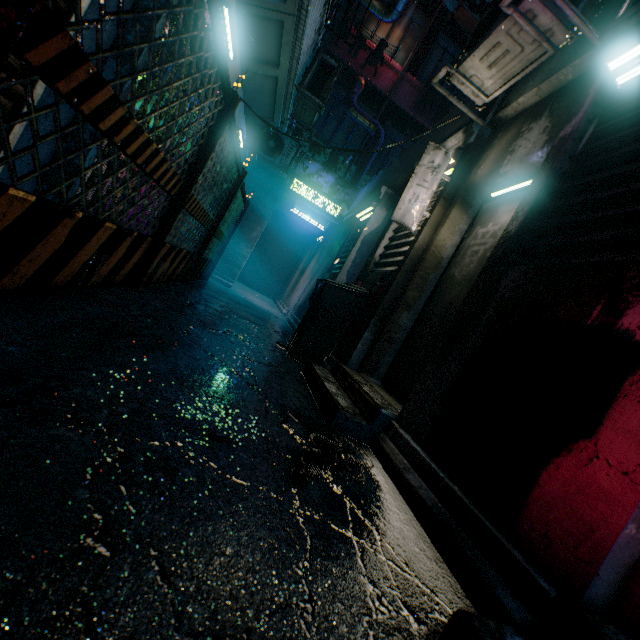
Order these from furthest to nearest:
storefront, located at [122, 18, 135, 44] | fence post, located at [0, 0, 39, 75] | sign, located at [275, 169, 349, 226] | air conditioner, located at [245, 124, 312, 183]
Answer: sign, located at [275, 169, 349, 226], air conditioner, located at [245, 124, 312, 183], storefront, located at [122, 18, 135, 44], fence post, located at [0, 0, 39, 75]

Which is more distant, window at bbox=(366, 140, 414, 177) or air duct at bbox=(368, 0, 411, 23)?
window at bbox=(366, 140, 414, 177)

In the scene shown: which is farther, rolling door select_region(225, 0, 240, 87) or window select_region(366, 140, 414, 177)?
window select_region(366, 140, 414, 177)

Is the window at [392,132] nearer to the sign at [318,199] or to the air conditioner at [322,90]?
the sign at [318,199]

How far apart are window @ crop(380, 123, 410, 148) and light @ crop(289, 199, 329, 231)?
2.5m

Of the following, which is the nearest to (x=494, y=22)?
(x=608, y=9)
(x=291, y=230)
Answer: (x=608, y=9)

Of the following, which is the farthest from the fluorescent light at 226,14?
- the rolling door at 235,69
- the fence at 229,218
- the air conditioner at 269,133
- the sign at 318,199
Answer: the sign at 318,199

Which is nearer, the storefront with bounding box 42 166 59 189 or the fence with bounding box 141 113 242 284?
the storefront with bounding box 42 166 59 189
